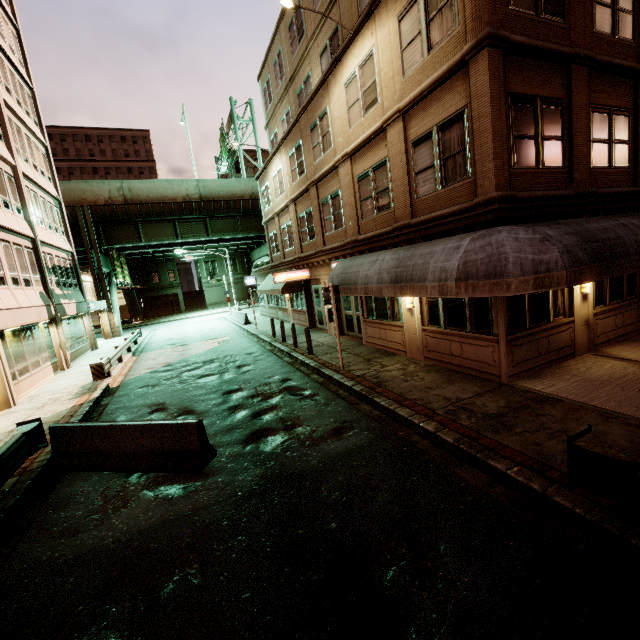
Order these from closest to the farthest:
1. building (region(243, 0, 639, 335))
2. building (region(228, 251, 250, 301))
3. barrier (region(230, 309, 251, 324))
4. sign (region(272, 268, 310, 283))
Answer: building (region(243, 0, 639, 335)) → sign (region(272, 268, 310, 283)) → barrier (region(230, 309, 251, 324)) → building (region(228, 251, 250, 301))

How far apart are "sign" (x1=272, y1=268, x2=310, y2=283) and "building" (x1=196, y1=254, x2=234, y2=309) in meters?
39.8 m

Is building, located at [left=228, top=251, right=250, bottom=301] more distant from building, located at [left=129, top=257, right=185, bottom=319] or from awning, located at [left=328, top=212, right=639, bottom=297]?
awning, located at [left=328, top=212, right=639, bottom=297]

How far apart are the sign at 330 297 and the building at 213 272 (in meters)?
47.73

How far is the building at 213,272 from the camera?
54.3m

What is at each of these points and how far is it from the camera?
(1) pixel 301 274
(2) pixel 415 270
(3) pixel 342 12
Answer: (1) sign, 19.0m
(2) awning, 8.7m
(3) building, 13.6m

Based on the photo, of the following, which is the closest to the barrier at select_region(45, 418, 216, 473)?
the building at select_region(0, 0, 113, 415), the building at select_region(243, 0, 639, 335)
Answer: the building at select_region(0, 0, 113, 415)

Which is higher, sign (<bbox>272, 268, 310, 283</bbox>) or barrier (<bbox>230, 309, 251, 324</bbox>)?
sign (<bbox>272, 268, 310, 283</bbox>)
